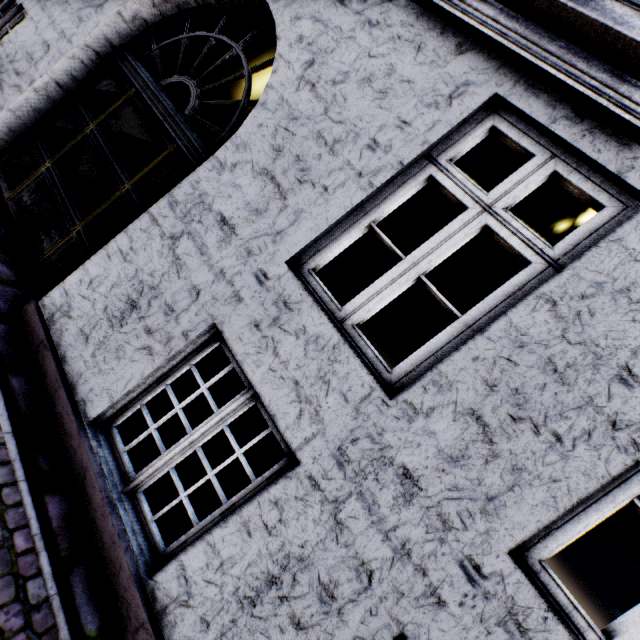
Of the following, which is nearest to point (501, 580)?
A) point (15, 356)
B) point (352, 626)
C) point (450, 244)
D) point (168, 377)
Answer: point (352, 626)
